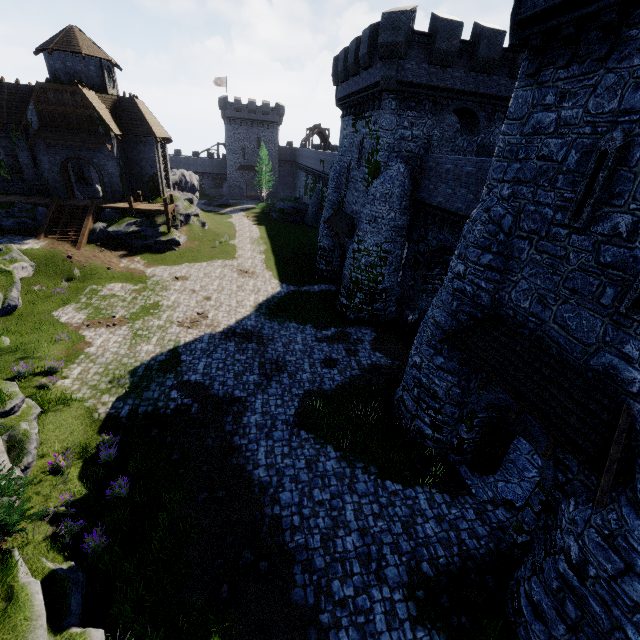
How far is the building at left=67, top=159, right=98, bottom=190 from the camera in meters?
32.6

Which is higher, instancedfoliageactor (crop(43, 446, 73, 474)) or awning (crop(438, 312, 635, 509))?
awning (crop(438, 312, 635, 509))

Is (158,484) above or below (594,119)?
below

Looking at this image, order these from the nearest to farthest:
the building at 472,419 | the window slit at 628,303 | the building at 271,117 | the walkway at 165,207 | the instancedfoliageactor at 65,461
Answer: the window slit at 628,303 < the building at 472,419 < the instancedfoliageactor at 65,461 < the walkway at 165,207 < the building at 271,117

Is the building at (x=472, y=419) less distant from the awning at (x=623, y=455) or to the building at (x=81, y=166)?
the awning at (x=623, y=455)

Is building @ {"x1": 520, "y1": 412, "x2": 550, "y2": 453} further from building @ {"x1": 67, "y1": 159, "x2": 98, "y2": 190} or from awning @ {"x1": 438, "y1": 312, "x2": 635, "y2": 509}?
building @ {"x1": 67, "y1": 159, "x2": 98, "y2": 190}

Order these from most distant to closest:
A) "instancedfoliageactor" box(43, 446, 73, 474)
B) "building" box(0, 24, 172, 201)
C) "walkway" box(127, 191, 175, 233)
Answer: "walkway" box(127, 191, 175, 233)
"building" box(0, 24, 172, 201)
"instancedfoliageactor" box(43, 446, 73, 474)

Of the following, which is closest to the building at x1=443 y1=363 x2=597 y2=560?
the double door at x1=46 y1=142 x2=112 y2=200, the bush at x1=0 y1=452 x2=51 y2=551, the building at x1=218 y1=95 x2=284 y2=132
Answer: the bush at x1=0 y1=452 x2=51 y2=551
